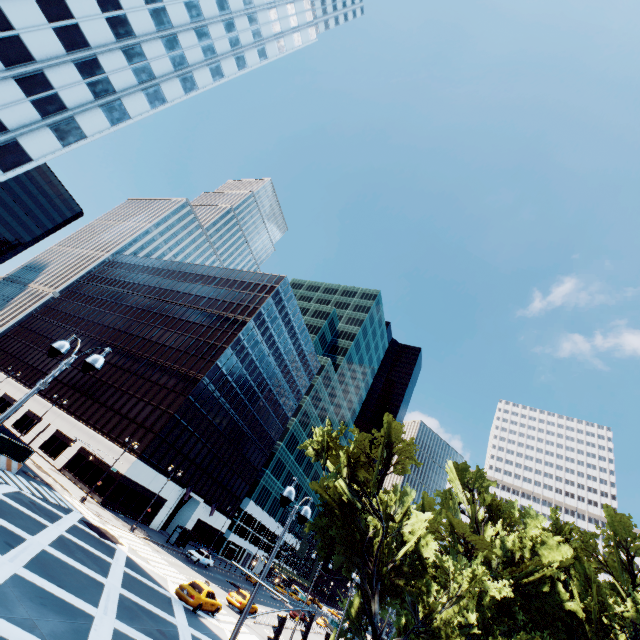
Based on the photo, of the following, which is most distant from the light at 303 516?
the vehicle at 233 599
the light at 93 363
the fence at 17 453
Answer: the fence at 17 453

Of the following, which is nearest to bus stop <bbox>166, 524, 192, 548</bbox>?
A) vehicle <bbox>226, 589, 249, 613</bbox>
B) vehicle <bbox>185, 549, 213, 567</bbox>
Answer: vehicle <bbox>185, 549, 213, 567</bbox>

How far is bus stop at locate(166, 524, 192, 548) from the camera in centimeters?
4278cm

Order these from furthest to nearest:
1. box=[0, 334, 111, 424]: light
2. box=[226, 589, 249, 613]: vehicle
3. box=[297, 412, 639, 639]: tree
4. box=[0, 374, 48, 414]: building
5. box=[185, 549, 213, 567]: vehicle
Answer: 1. box=[0, 374, 48, 414]: building
2. box=[185, 549, 213, 567]: vehicle
3. box=[226, 589, 249, 613]: vehicle
4. box=[297, 412, 639, 639]: tree
5. box=[0, 334, 111, 424]: light

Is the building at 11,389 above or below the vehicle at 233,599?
above

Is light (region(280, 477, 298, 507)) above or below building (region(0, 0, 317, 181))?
below

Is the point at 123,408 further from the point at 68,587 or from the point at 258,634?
the point at 68,587

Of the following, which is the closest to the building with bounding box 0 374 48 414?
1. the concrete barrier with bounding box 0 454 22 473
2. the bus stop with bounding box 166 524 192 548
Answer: the bus stop with bounding box 166 524 192 548
